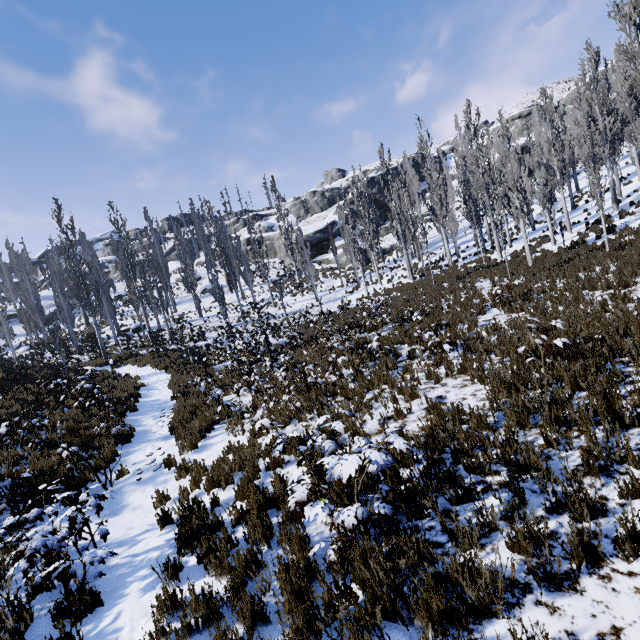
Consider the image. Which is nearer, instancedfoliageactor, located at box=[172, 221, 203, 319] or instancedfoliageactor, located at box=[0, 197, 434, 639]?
instancedfoliageactor, located at box=[0, 197, 434, 639]

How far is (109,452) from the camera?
8.68m

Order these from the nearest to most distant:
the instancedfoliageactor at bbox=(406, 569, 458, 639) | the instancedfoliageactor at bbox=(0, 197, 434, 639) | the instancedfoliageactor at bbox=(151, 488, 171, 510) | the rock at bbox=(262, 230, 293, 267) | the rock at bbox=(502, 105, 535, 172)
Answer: the instancedfoliageactor at bbox=(406, 569, 458, 639)
the instancedfoliageactor at bbox=(0, 197, 434, 639)
the instancedfoliageactor at bbox=(151, 488, 171, 510)
the rock at bbox=(502, 105, 535, 172)
the rock at bbox=(262, 230, 293, 267)

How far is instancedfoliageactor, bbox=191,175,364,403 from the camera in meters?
11.3 m

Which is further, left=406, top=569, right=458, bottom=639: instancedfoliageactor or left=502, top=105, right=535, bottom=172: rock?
left=502, top=105, right=535, bottom=172: rock

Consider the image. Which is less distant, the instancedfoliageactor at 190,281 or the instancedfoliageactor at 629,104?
A: the instancedfoliageactor at 629,104

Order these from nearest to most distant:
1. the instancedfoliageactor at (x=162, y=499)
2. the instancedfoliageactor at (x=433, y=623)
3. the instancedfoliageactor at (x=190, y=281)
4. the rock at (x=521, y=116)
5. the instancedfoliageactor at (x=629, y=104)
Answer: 1. the instancedfoliageactor at (x=433, y=623)
2. the instancedfoliageactor at (x=162, y=499)
3. the instancedfoliageactor at (x=629, y=104)
4. the instancedfoliageactor at (x=190, y=281)
5. the rock at (x=521, y=116)
